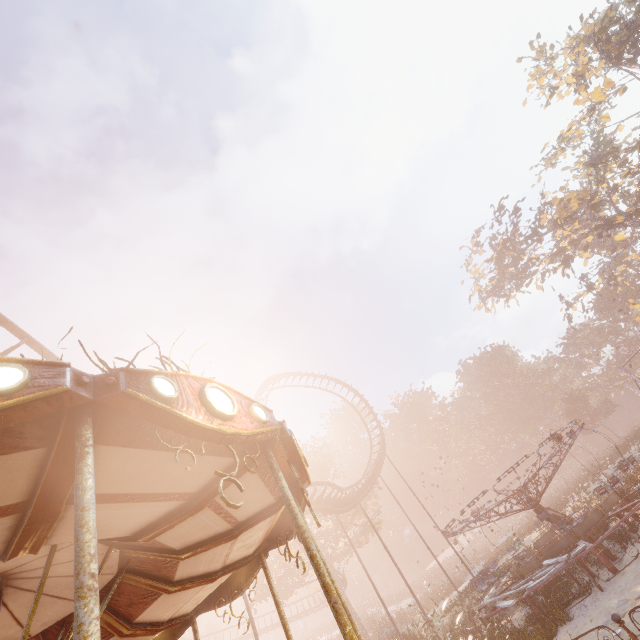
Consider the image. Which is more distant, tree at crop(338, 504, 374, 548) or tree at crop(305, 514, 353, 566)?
tree at crop(338, 504, 374, 548)

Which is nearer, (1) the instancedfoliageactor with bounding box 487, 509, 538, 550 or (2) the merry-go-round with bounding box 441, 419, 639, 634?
(2) the merry-go-round with bounding box 441, 419, 639, 634

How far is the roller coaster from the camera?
19.66m

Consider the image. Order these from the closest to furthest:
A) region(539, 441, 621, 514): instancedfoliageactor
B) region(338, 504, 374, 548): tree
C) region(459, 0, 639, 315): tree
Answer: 1. region(539, 441, 621, 514): instancedfoliageactor
2. region(459, 0, 639, 315): tree
3. region(338, 504, 374, 548): tree

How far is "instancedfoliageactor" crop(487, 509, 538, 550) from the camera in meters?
30.3 m

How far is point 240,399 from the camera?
3.35m

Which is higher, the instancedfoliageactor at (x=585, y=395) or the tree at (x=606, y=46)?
the tree at (x=606, y=46)

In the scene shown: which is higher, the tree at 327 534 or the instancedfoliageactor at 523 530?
the tree at 327 534
